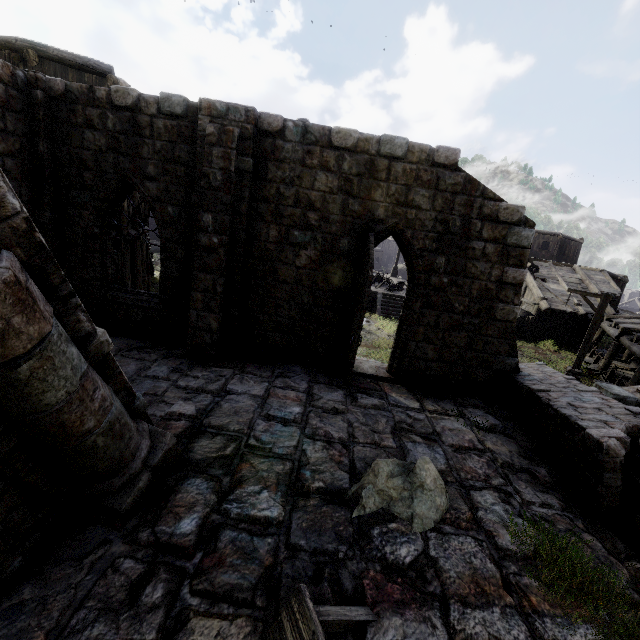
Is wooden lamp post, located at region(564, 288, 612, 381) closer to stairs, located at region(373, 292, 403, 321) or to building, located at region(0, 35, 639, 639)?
building, located at region(0, 35, 639, 639)

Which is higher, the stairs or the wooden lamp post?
the wooden lamp post

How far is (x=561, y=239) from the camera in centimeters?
3672cm

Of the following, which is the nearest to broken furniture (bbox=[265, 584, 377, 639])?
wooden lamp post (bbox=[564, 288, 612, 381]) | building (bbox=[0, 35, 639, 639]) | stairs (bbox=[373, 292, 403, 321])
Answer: building (bbox=[0, 35, 639, 639])

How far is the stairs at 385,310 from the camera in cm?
2266

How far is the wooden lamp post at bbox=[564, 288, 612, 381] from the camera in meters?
13.8 m

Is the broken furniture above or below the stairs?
above

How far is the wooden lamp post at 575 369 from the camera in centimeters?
1377cm
